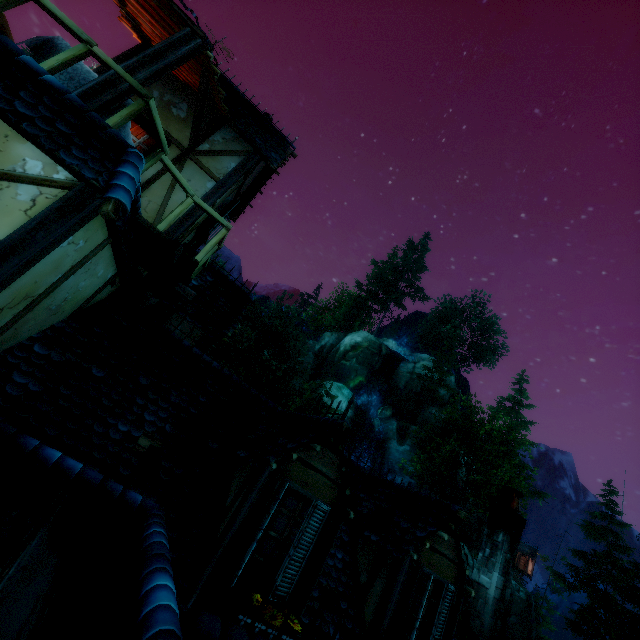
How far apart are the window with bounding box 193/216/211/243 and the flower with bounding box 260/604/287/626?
7.58m

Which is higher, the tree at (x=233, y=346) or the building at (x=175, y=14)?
the tree at (x=233, y=346)

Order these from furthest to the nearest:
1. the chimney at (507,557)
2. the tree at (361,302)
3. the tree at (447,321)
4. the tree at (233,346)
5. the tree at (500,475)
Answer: the tree at (361,302) < the tree at (447,321) < the tree at (233,346) < the tree at (500,475) < the chimney at (507,557)

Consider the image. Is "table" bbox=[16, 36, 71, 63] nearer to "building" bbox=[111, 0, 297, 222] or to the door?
"building" bbox=[111, 0, 297, 222]

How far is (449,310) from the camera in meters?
44.9

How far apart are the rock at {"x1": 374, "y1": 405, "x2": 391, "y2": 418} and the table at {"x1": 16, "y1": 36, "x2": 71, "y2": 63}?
39.6 meters

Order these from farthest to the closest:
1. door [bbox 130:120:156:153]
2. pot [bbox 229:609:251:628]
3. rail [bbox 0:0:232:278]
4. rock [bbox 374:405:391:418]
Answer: rock [bbox 374:405:391:418] → door [bbox 130:120:156:153] → rail [bbox 0:0:232:278] → pot [bbox 229:609:251:628]

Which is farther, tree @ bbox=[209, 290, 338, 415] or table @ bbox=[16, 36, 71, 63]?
tree @ bbox=[209, 290, 338, 415]
